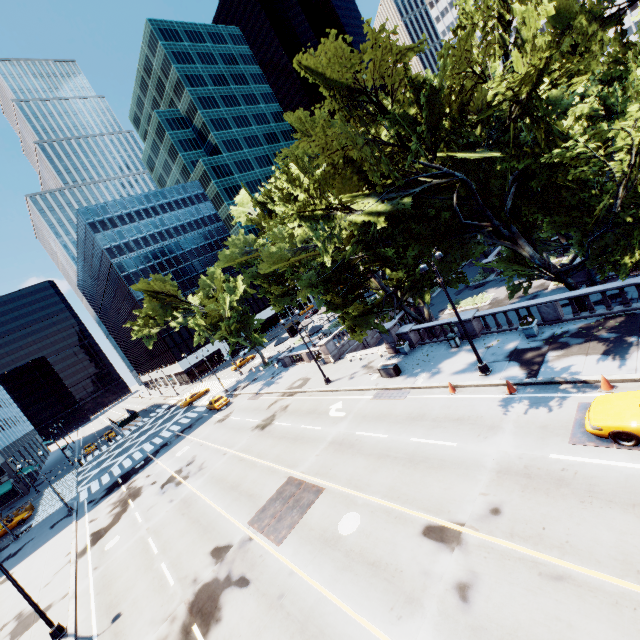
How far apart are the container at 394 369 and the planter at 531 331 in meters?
8.0

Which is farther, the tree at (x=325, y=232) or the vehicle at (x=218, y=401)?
the vehicle at (x=218, y=401)

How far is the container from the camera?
23.2m

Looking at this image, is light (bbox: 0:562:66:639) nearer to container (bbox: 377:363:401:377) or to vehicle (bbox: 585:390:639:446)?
container (bbox: 377:363:401:377)

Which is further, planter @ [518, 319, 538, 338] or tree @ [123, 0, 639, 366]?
planter @ [518, 319, 538, 338]

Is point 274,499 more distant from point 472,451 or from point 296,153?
point 296,153

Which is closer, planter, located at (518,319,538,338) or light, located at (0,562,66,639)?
light, located at (0,562,66,639)

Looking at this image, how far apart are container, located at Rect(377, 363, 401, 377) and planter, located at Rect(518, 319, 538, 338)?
8.03m
